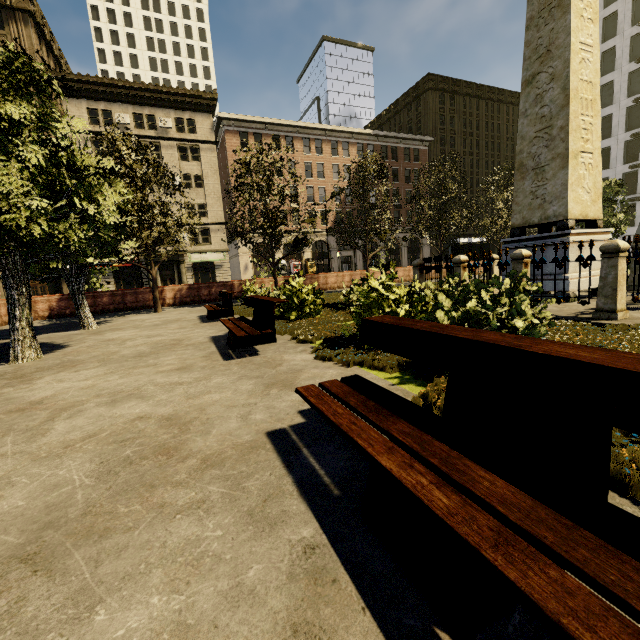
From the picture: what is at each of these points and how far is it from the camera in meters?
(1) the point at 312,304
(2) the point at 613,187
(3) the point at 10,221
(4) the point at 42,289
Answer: (1) plant, 8.5 m
(2) tree, 19.8 m
(3) tree, 5.2 m
(4) building, 32.6 m

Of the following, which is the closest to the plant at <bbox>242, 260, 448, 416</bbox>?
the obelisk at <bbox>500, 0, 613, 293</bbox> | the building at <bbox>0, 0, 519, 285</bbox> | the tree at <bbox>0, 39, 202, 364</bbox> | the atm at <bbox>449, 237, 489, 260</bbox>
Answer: the tree at <bbox>0, 39, 202, 364</bbox>

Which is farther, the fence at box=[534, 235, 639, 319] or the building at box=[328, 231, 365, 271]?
the building at box=[328, 231, 365, 271]

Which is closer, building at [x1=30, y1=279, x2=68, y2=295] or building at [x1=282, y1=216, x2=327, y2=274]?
building at [x1=30, y1=279, x2=68, y2=295]

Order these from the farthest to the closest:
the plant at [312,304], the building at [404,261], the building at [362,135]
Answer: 1. the building at [404,261]
2. the building at [362,135]
3. the plant at [312,304]

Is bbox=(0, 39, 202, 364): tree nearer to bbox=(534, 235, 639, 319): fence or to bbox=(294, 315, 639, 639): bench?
bbox=(534, 235, 639, 319): fence

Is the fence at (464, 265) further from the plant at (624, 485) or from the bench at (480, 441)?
the bench at (480, 441)

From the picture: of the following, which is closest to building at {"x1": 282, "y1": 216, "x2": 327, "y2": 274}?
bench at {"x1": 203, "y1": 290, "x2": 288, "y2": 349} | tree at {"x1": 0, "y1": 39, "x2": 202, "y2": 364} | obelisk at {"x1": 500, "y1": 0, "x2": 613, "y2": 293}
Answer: tree at {"x1": 0, "y1": 39, "x2": 202, "y2": 364}
